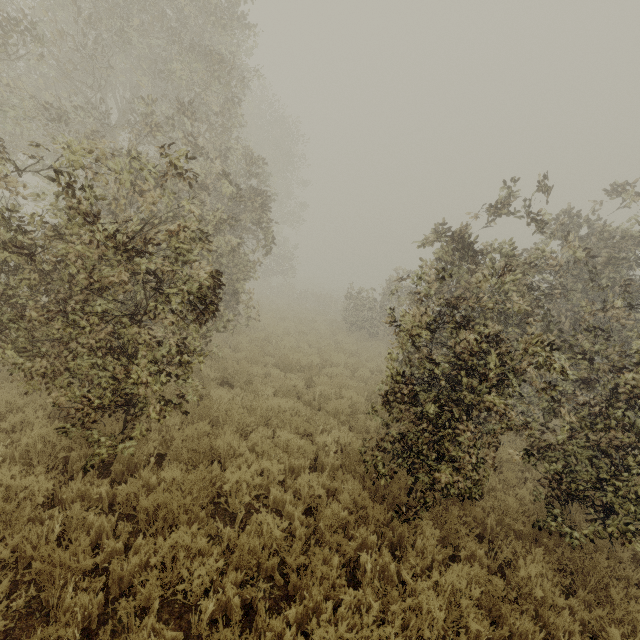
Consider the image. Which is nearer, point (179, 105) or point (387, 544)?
point (387, 544)
